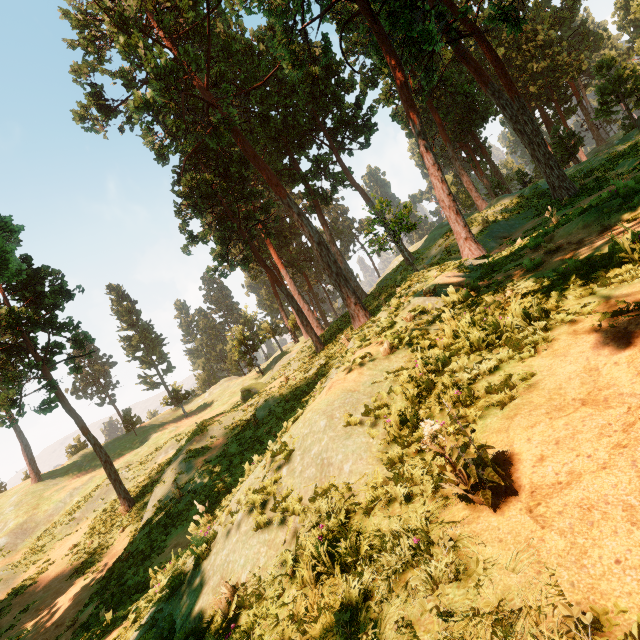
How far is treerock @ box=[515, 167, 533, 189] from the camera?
40.28m

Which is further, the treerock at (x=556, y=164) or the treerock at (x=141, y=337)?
the treerock at (x=141, y=337)

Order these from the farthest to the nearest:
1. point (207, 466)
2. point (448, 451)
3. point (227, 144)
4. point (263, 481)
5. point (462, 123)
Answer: point (462, 123) < point (227, 144) < point (207, 466) < point (263, 481) < point (448, 451)

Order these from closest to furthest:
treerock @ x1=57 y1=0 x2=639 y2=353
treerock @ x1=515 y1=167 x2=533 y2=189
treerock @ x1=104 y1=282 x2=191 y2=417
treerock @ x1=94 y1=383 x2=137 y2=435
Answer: treerock @ x1=57 y1=0 x2=639 y2=353
treerock @ x1=515 y1=167 x2=533 y2=189
treerock @ x1=94 y1=383 x2=137 y2=435
treerock @ x1=104 y1=282 x2=191 y2=417

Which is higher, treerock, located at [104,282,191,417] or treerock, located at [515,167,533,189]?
treerock, located at [104,282,191,417]
